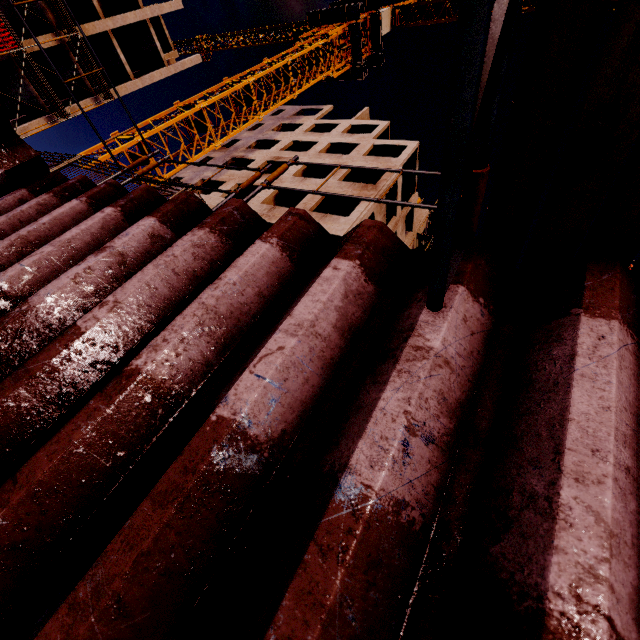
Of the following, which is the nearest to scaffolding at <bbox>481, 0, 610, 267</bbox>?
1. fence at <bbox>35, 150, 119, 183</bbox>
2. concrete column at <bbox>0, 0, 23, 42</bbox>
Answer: fence at <bbox>35, 150, 119, 183</bbox>

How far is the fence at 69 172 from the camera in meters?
7.6 m

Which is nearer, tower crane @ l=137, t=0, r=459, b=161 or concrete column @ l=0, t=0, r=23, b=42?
tower crane @ l=137, t=0, r=459, b=161

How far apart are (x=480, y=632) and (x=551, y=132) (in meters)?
1.46

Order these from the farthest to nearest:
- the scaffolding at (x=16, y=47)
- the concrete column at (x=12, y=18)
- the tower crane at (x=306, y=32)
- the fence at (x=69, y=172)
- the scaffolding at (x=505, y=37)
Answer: the concrete column at (x=12, y=18)
the tower crane at (x=306, y=32)
the fence at (x=69, y=172)
the scaffolding at (x=16, y=47)
the scaffolding at (x=505, y=37)

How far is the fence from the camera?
7.56m

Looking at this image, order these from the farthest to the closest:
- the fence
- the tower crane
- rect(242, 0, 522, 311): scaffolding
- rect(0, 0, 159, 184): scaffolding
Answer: the tower crane, the fence, rect(0, 0, 159, 184): scaffolding, rect(242, 0, 522, 311): scaffolding

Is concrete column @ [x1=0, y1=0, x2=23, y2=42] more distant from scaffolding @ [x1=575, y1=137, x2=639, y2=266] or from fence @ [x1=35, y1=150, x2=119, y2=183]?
fence @ [x1=35, y1=150, x2=119, y2=183]
